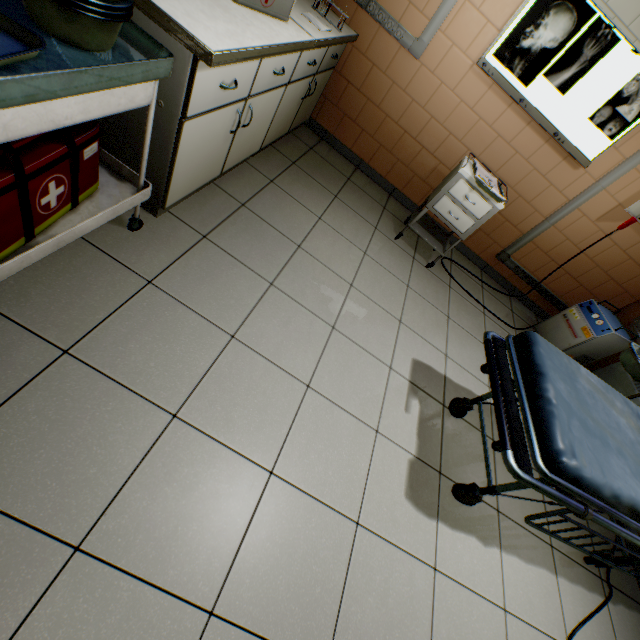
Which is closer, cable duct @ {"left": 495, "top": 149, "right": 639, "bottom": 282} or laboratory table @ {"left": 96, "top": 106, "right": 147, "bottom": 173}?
laboratory table @ {"left": 96, "top": 106, "right": 147, "bottom": 173}

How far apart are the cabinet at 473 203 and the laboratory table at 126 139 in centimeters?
138cm

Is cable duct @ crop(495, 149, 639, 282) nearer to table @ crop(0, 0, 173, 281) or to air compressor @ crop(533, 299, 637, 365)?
air compressor @ crop(533, 299, 637, 365)

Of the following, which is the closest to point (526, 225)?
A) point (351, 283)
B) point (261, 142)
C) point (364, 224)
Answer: point (364, 224)

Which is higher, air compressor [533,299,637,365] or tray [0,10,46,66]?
tray [0,10,46,66]

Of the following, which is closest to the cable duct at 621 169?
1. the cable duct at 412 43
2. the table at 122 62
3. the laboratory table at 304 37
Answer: the cable duct at 412 43

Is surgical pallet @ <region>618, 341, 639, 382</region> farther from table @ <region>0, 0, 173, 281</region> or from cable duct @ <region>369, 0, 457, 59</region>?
table @ <region>0, 0, 173, 281</region>

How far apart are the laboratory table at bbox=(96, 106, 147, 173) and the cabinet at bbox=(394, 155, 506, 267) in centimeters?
138cm
